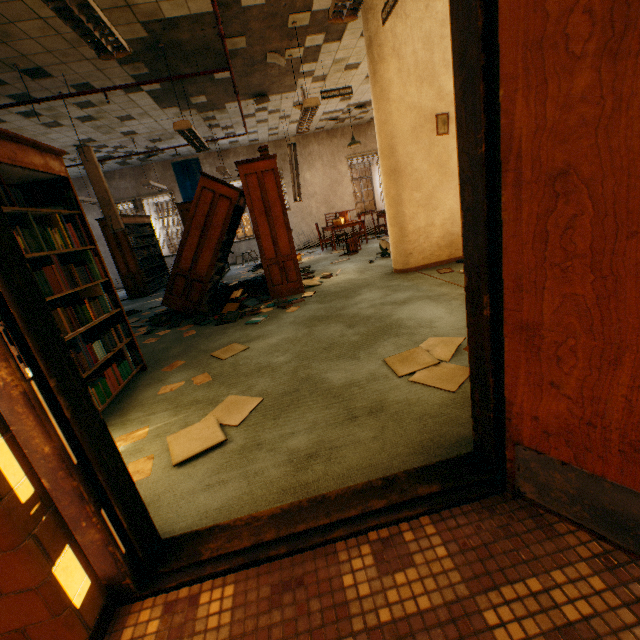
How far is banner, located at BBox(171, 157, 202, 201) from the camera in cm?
1135

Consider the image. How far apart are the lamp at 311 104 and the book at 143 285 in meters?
5.2 m

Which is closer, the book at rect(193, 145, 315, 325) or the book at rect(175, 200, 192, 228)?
the book at rect(193, 145, 315, 325)

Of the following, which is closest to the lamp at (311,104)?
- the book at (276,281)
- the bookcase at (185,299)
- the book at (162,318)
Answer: the book at (276,281)

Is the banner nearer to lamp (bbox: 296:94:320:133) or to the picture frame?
lamp (bbox: 296:94:320:133)

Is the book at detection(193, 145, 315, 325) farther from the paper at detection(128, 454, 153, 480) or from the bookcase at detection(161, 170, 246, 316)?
the paper at detection(128, 454, 153, 480)

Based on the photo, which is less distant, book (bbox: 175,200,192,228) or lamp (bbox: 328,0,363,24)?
lamp (bbox: 328,0,363,24)

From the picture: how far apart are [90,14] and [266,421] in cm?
304
